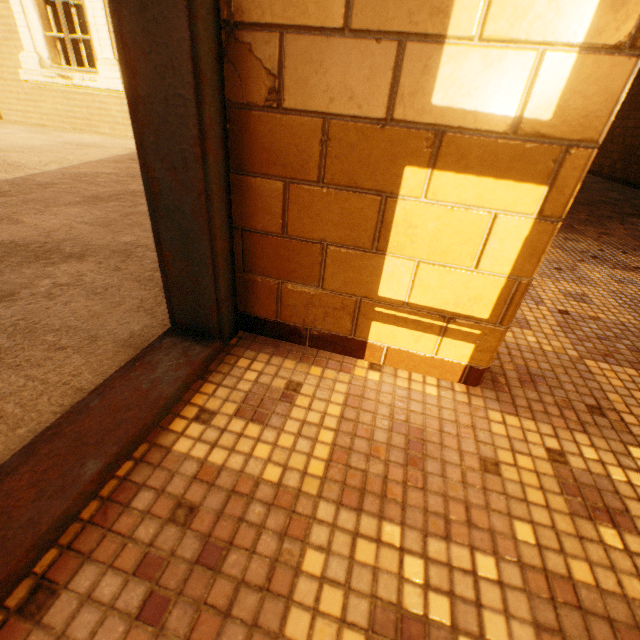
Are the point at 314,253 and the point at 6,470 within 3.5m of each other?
yes
